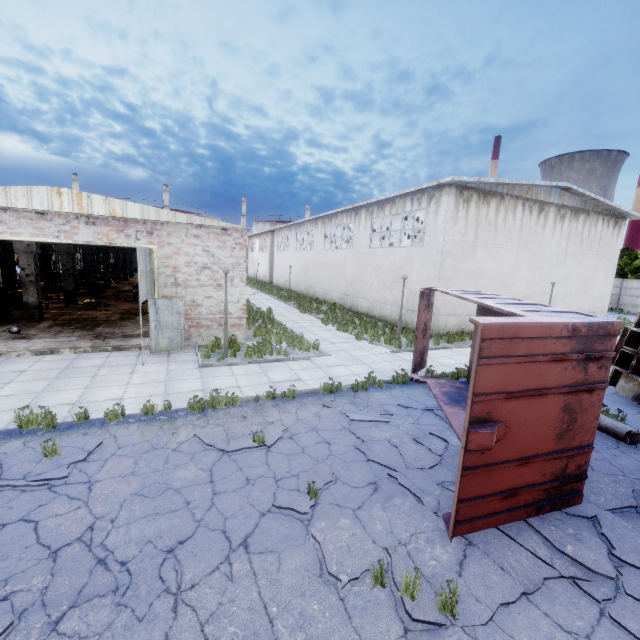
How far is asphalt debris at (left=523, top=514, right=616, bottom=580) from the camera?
4.1m

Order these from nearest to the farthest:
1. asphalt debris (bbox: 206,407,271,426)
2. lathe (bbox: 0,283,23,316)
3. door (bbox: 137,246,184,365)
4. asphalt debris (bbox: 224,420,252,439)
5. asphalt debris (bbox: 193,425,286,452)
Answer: asphalt debris (bbox: 193,425,286,452), asphalt debris (bbox: 224,420,252,439), asphalt debris (bbox: 206,407,271,426), door (bbox: 137,246,184,365), lathe (bbox: 0,283,23,316)

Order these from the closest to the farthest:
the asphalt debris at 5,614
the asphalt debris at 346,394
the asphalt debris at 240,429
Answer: the asphalt debris at 5,614, the asphalt debris at 240,429, the asphalt debris at 346,394

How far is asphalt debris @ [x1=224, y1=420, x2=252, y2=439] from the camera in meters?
6.9

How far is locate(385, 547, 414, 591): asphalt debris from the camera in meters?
3.8 m

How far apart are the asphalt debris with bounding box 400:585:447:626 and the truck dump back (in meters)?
6.62

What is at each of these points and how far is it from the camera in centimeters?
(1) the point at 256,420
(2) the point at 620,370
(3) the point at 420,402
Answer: (1) asphalt debris, 752cm
(2) truck, 1027cm
(3) asphalt debris, 903cm

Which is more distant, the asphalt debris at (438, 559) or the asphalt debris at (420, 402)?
the asphalt debris at (420, 402)
